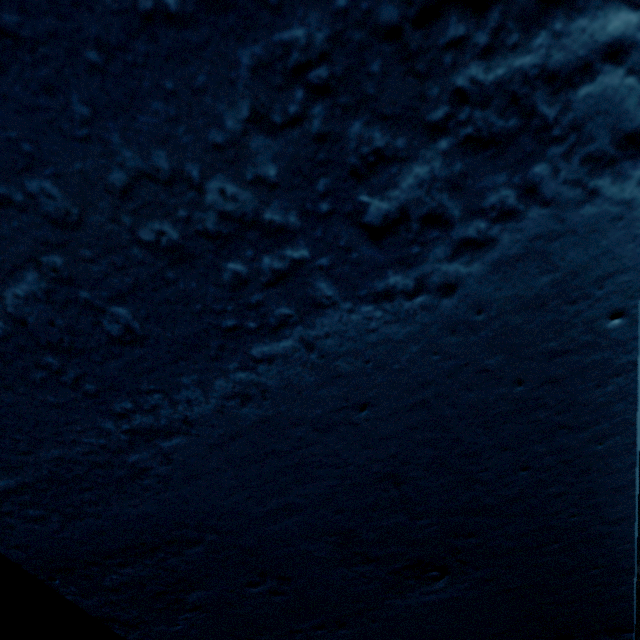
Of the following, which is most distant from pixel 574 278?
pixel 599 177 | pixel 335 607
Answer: pixel 335 607
